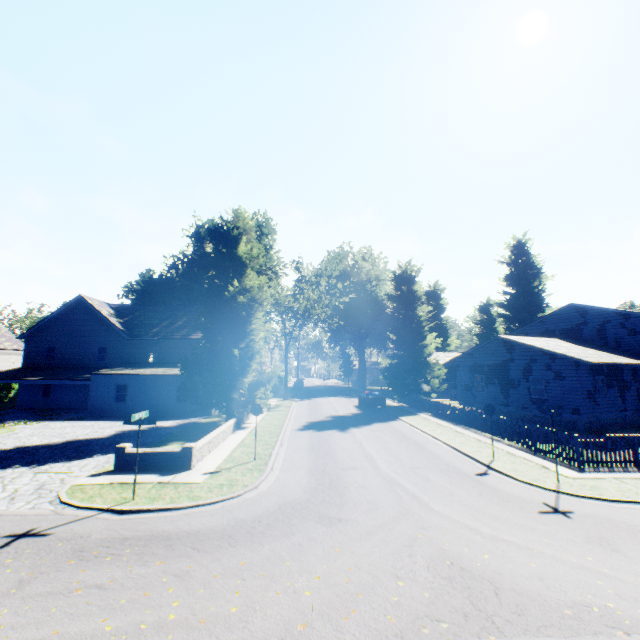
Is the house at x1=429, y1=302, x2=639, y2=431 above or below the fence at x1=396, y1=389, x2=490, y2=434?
above

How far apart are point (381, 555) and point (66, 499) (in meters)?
9.09

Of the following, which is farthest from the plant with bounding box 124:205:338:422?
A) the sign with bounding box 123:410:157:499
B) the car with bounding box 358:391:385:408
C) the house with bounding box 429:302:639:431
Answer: the sign with bounding box 123:410:157:499

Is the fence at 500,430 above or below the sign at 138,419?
below

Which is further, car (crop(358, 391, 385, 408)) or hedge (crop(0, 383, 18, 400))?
hedge (crop(0, 383, 18, 400))

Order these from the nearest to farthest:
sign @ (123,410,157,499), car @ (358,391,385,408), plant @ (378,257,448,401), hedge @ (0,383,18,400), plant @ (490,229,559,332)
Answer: sign @ (123,410,157,499) < car @ (358,391,385,408) < plant @ (378,257,448,401) < hedge @ (0,383,18,400) < plant @ (490,229,559,332)

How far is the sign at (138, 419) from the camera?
9.38m

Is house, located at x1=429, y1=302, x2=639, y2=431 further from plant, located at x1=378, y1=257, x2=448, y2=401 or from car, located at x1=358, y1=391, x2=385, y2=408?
car, located at x1=358, y1=391, x2=385, y2=408
